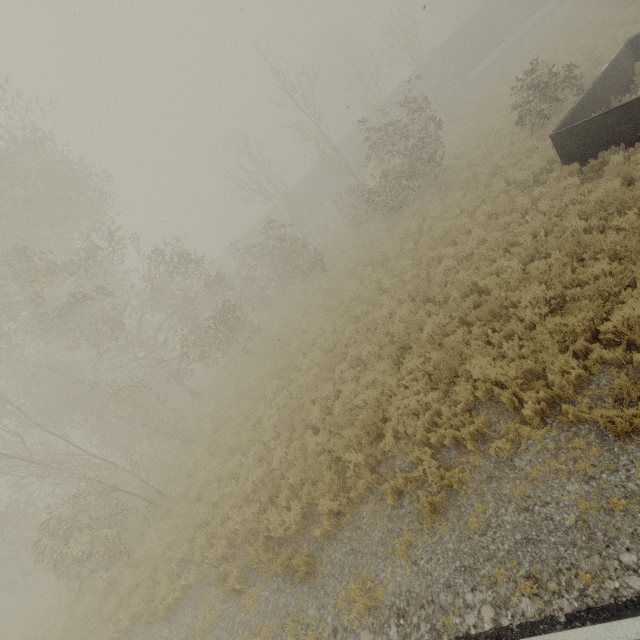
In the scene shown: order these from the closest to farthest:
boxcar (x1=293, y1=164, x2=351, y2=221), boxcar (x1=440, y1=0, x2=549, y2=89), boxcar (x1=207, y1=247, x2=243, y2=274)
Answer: boxcar (x1=440, y1=0, x2=549, y2=89) < boxcar (x1=293, y1=164, x2=351, y2=221) < boxcar (x1=207, y1=247, x2=243, y2=274)

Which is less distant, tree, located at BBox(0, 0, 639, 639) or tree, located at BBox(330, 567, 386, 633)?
tree, located at BBox(330, 567, 386, 633)

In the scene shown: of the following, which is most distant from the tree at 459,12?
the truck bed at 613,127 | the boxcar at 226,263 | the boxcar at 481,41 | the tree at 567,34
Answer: the tree at 567,34

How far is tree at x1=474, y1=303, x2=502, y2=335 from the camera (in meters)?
7.79

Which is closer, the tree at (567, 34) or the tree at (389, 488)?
the tree at (389, 488)

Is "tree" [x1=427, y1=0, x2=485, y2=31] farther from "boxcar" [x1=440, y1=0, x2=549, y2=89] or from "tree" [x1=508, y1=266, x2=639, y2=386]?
"tree" [x1=508, y1=266, x2=639, y2=386]

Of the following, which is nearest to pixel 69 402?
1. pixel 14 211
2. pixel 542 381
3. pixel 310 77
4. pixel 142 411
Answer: pixel 142 411
